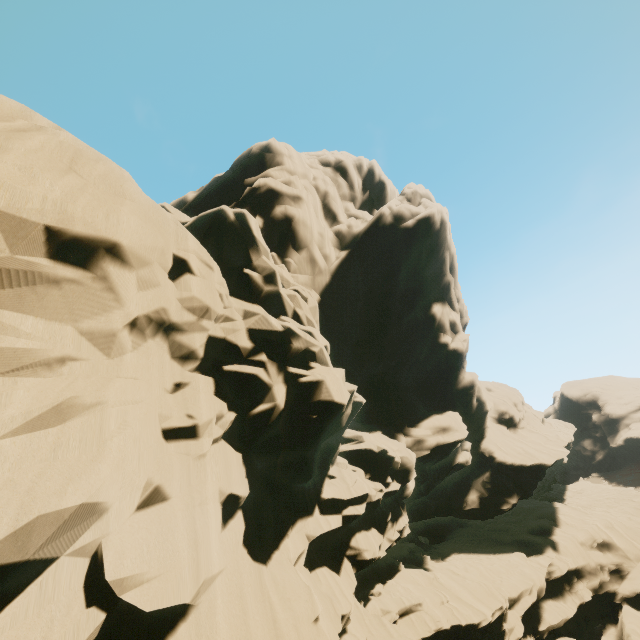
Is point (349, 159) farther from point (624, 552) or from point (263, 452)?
point (624, 552)
